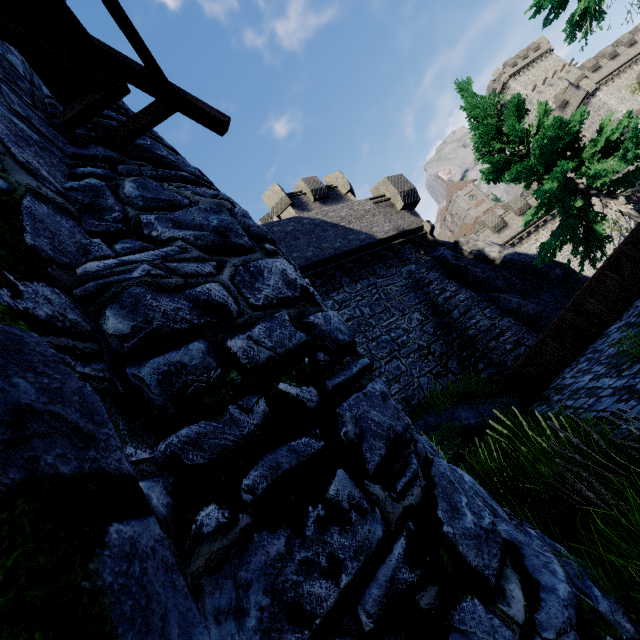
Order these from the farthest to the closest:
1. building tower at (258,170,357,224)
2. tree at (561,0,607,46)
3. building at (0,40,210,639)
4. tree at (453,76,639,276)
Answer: building tower at (258,170,357,224) < tree at (561,0,607,46) < tree at (453,76,639,276) < building at (0,40,210,639)

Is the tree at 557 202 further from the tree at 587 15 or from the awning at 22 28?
the awning at 22 28

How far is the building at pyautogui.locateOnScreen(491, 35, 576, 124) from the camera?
56.50m

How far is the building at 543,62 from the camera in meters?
56.5

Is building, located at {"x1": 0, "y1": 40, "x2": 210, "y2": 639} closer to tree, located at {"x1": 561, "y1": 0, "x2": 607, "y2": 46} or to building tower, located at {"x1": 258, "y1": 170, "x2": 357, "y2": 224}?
building tower, located at {"x1": 258, "y1": 170, "x2": 357, "y2": 224}

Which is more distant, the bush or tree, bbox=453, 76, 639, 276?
tree, bbox=453, 76, 639, 276

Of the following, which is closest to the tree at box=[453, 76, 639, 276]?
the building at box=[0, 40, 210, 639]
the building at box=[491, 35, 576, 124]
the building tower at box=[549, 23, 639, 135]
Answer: the building at box=[0, 40, 210, 639]

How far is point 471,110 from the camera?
14.33m
